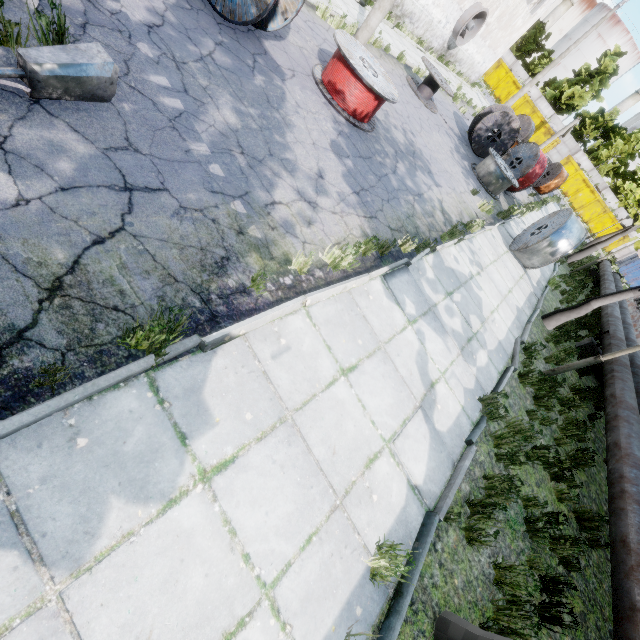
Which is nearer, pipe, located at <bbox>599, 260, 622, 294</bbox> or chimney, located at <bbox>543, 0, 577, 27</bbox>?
pipe, located at <bbox>599, 260, 622, 294</bbox>

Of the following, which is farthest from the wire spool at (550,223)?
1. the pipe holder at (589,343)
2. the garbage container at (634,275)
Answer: the garbage container at (634,275)

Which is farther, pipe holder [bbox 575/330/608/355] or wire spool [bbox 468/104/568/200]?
wire spool [bbox 468/104/568/200]

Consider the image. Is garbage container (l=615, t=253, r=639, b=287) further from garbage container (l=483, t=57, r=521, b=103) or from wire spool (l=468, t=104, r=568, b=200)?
wire spool (l=468, t=104, r=568, b=200)

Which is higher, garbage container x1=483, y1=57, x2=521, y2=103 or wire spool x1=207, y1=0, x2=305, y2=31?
garbage container x1=483, y1=57, x2=521, y2=103

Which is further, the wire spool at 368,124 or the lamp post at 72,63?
the wire spool at 368,124

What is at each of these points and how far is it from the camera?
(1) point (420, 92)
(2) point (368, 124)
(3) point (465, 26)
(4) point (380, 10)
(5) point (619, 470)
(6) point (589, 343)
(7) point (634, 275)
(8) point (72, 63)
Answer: (1) wire spool, 14.0 meters
(2) wire spool, 8.4 meters
(3) fan, 20.6 meters
(4) lamp post, 10.9 meters
(5) pipe, 5.7 meters
(6) pipe holder, 11.1 meters
(7) garbage container, 36.2 meters
(8) lamp post, 3.1 meters

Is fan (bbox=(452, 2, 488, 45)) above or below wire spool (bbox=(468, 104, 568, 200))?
above
